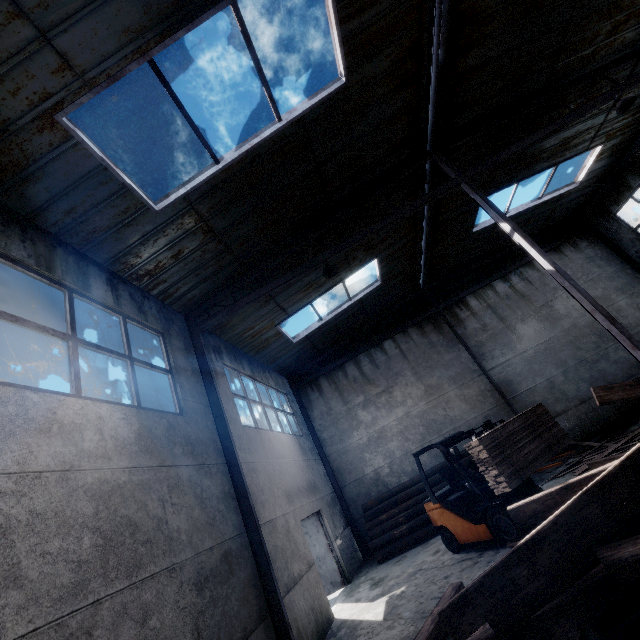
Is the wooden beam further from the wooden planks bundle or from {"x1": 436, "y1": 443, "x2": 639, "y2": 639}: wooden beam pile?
the wooden planks bundle

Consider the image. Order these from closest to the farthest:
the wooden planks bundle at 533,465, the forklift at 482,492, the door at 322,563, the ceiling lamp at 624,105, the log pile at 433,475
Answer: the wooden planks bundle at 533,465
the forklift at 482,492
the ceiling lamp at 624,105
the door at 322,563
the log pile at 433,475

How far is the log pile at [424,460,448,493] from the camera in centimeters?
1102cm

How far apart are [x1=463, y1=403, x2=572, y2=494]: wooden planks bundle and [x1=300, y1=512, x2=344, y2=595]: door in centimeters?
660cm

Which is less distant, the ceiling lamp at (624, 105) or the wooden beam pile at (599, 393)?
the wooden beam pile at (599, 393)

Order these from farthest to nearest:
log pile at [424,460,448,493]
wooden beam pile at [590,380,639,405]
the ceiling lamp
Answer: log pile at [424,460,448,493] → the ceiling lamp → wooden beam pile at [590,380,639,405]

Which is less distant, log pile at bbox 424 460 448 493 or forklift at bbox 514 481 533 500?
forklift at bbox 514 481 533 500

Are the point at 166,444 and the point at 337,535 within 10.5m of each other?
yes
